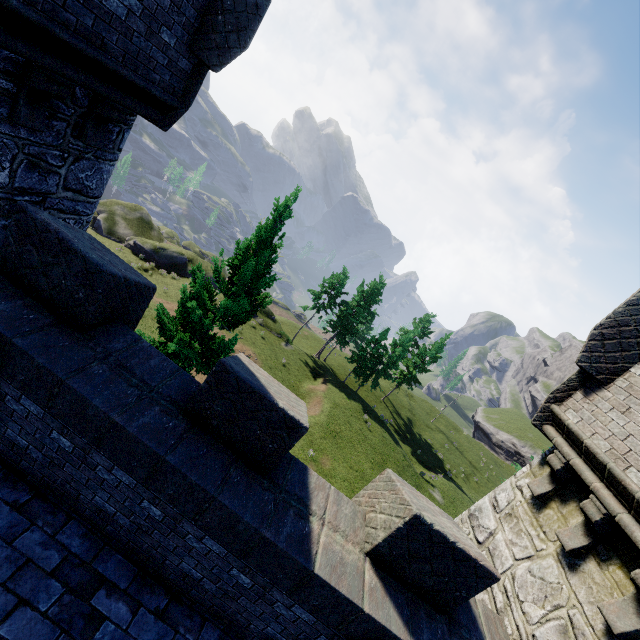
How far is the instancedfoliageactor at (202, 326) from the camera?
9.8 meters

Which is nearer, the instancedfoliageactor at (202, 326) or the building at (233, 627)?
the building at (233, 627)

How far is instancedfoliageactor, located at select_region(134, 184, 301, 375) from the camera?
9.8m

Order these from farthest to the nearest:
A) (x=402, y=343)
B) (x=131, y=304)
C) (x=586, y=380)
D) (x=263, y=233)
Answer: (x=402, y=343) < (x=263, y=233) < (x=586, y=380) < (x=131, y=304)

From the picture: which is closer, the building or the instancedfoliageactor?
the building
